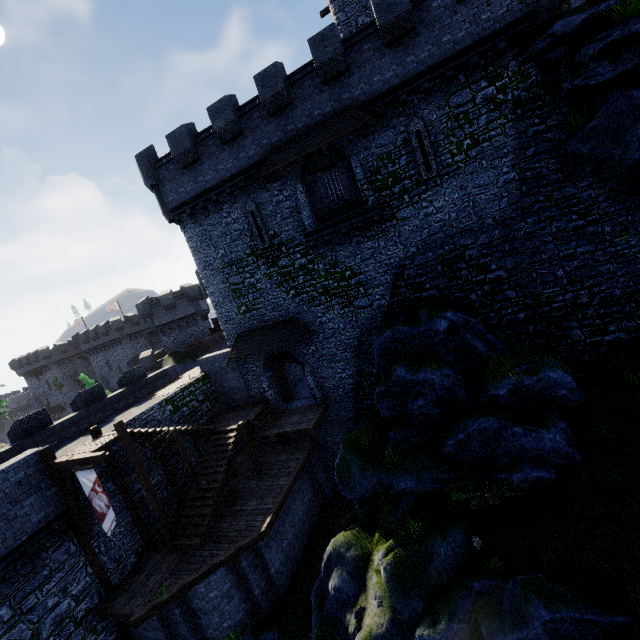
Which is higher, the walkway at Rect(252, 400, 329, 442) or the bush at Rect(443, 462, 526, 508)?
the walkway at Rect(252, 400, 329, 442)

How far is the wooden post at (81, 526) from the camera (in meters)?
12.84

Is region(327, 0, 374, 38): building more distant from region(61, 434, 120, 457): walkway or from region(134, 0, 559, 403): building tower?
region(61, 434, 120, 457): walkway

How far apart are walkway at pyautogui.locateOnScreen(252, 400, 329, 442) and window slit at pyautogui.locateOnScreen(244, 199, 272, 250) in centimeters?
966cm

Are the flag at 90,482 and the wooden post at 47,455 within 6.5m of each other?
yes

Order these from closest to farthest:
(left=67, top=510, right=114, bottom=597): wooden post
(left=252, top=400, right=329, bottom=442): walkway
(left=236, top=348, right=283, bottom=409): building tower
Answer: (left=67, top=510, right=114, bottom=597): wooden post, (left=252, top=400, right=329, bottom=442): walkway, (left=236, top=348, right=283, bottom=409): building tower

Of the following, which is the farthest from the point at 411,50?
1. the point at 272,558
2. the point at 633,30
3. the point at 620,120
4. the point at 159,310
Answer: the point at 159,310

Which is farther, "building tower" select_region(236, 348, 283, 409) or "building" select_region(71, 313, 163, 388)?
"building" select_region(71, 313, 163, 388)
